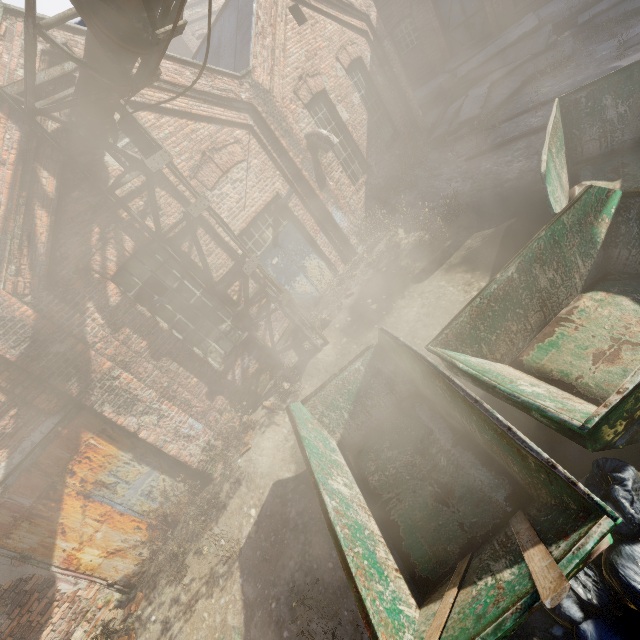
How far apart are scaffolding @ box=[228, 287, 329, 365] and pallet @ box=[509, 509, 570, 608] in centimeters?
469cm

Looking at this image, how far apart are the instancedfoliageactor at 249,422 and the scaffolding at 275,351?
1.43m

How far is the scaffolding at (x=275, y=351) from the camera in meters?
6.6

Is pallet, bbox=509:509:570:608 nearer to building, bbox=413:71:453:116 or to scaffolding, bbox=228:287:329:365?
scaffolding, bbox=228:287:329:365

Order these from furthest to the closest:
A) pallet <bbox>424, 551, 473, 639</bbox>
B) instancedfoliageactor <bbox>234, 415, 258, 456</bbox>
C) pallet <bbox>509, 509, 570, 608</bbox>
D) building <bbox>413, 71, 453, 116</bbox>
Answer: building <bbox>413, 71, 453, 116</bbox>
instancedfoliageactor <bbox>234, 415, 258, 456</bbox>
pallet <bbox>424, 551, 473, 639</bbox>
pallet <bbox>509, 509, 570, 608</bbox>

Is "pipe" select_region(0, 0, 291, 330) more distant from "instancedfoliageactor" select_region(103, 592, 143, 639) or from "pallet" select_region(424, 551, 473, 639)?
"instancedfoliageactor" select_region(103, 592, 143, 639)

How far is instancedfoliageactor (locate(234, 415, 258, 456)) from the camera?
6.2m

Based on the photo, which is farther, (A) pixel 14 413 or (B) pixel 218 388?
(B) pixel 218 388
